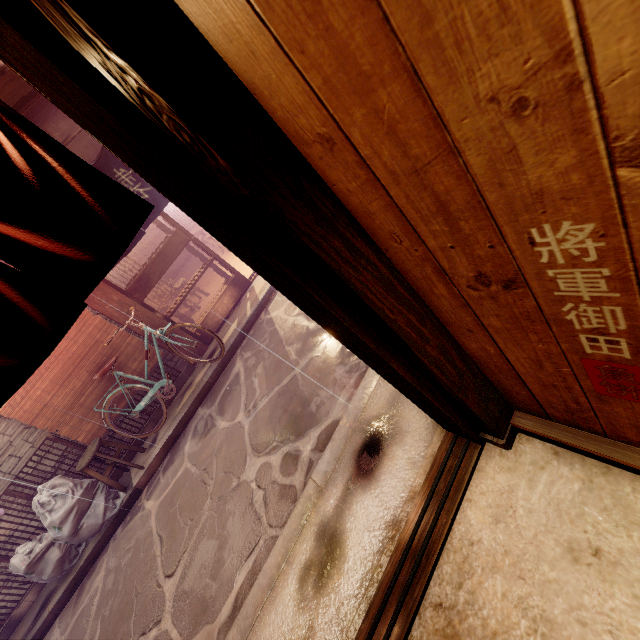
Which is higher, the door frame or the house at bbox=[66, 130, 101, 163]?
the house at bbox=[66, 130, 101, 163]

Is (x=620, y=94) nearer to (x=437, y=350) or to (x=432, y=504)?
(x=437, y=350)

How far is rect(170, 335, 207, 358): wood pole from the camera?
10.50m

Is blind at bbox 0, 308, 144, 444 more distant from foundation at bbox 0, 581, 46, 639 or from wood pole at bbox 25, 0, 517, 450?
wood pole at bbox 25, 0, 517, 450

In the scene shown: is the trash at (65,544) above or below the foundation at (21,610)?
above

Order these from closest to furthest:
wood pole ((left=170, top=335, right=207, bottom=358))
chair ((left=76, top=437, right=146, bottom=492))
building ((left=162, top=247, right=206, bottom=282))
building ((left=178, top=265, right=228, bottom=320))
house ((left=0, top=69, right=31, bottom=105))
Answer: house ((left=0, top=69, right=31, bottom=105)), chair ((left=76, top=437, right=146, bottom=492)), wood pole ((left=170, top=335, right=207, bottom=358)), building ((left=178, top=265, right=228, bottom=320)), building ((left=162, top=247, right=206, bottom=282))

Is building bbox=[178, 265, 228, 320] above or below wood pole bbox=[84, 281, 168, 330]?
below

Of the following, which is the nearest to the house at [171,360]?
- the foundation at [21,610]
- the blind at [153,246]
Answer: the foundation at [21,610]
